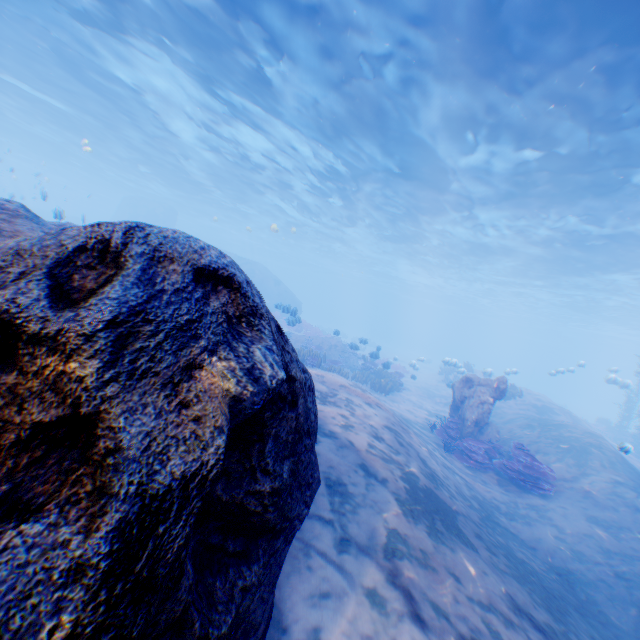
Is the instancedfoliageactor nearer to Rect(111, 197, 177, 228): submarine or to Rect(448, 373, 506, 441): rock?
Rect(448, 373, 506, 441): rock

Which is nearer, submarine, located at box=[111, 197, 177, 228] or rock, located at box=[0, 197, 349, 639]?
rock, located at box=[0, 197, 349, 639]

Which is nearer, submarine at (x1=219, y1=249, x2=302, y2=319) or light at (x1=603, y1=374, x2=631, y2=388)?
submarine at (x1=219, y1=249, x2=302, y2=319)

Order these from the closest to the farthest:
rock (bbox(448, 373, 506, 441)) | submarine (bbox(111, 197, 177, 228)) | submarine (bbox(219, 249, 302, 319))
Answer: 1. rock (bbox(448, 373, 506, 441))
2. submarine (bbox(219, 249, 302, 319))
3. submarine (bbox(111, 197, 177, 228))

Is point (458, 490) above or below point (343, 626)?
below

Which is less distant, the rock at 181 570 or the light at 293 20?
the rock at 181 570

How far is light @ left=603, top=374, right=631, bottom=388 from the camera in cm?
1827

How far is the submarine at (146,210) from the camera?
42.8m
